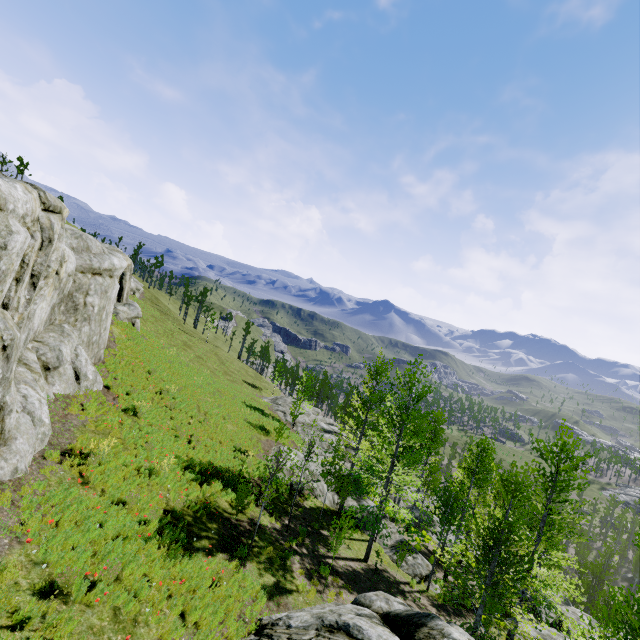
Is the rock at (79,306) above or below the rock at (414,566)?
above

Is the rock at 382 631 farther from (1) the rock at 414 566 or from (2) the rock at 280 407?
(1) the rock at 414 566

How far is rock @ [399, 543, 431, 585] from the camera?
18.30m

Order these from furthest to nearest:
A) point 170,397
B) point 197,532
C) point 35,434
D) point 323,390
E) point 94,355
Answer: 1. point 323,390
2. point 170,397
3. point 94,355
4. point 197,532
5. point 35,434

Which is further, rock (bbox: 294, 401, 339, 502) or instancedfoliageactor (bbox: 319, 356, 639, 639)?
rock (bbox: 294, 401, 339, 502)

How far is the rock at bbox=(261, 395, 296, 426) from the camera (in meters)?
36.25

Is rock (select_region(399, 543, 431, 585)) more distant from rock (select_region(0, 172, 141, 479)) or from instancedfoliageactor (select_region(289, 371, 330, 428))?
instancedfoliageactor (select_region(289, 371, 330, 428))
